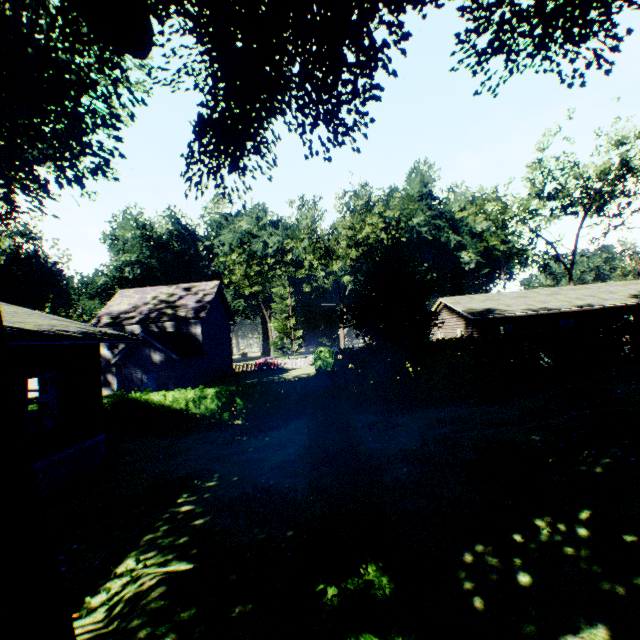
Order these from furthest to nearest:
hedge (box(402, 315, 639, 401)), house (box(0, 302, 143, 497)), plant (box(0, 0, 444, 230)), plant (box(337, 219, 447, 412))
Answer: hedge (box(402, 315, 639, 401)), plant (box(337, 219, 447, 412)), house (box(0, 302, 143, 497)), plant (box(0, 0, 444, 230))

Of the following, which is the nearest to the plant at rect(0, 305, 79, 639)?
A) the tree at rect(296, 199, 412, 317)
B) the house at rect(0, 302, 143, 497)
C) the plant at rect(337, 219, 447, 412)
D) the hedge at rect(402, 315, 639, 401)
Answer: the plant at rect(337, 219, 447, 412)

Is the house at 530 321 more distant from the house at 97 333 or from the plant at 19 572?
the house at 97 333

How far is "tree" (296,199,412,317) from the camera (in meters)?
36.59

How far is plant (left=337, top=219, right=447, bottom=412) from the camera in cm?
1452

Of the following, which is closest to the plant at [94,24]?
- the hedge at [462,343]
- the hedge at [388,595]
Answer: the hedge at [388,595]

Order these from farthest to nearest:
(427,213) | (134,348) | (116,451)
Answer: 1. (427,213)
2. (134,348)
3. (116,451)

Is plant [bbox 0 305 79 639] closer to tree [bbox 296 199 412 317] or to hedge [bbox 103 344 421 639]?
hedge [bbox 103 344 421 639]
